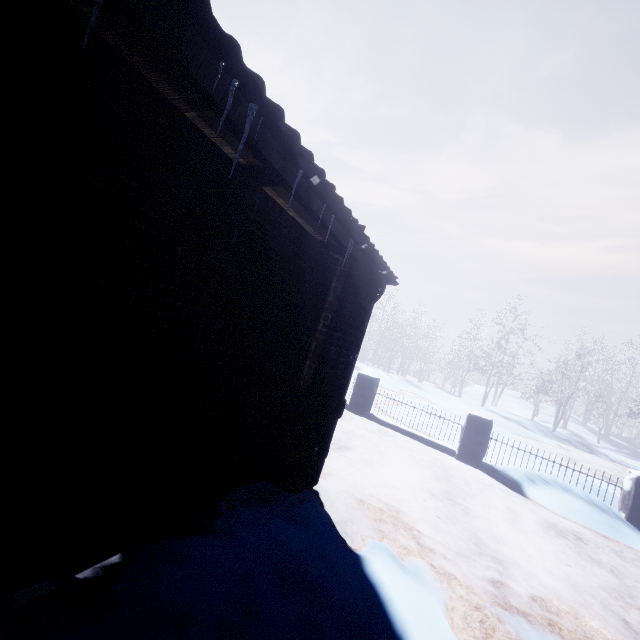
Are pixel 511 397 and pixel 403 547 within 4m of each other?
no

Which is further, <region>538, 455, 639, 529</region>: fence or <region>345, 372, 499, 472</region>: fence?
<region>345, 372, 499, 472</region>: fence

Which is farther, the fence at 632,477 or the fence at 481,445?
the fence at 481,445

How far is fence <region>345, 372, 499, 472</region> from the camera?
5.88m

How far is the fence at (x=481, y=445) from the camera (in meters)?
5.88
